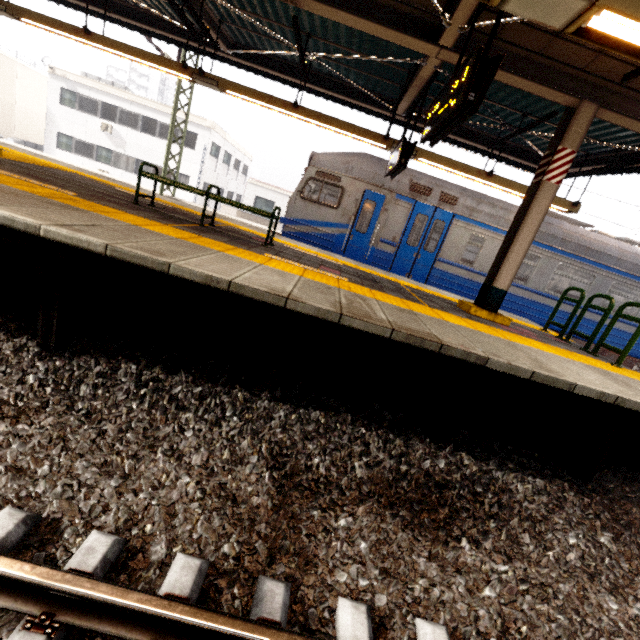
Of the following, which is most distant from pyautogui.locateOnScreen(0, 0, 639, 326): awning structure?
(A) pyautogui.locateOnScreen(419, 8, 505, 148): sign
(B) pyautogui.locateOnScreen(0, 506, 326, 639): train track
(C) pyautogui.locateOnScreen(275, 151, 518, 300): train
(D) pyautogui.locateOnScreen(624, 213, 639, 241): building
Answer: (D) pyautogui.locateOnScreen(624, 213, 639, 241): building

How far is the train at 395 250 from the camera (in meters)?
8.76

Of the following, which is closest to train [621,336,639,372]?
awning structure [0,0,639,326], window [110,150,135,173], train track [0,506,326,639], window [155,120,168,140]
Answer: awning structure [0,0,639,326]

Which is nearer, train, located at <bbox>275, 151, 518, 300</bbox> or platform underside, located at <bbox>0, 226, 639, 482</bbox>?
platform underside, located at <bbox>0, 226, 639, 482</bbox>

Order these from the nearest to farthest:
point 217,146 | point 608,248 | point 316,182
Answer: point 608,248 → point 316,182 → point 217,146

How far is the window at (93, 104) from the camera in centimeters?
2317cm

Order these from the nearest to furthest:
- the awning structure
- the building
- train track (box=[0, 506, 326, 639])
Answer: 1. train track (box=[0, 506, 326, 639])
2. the awning structure
3. the building

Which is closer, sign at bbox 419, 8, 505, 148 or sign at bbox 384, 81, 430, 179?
sign at bbox 419, 8, 505, 148
